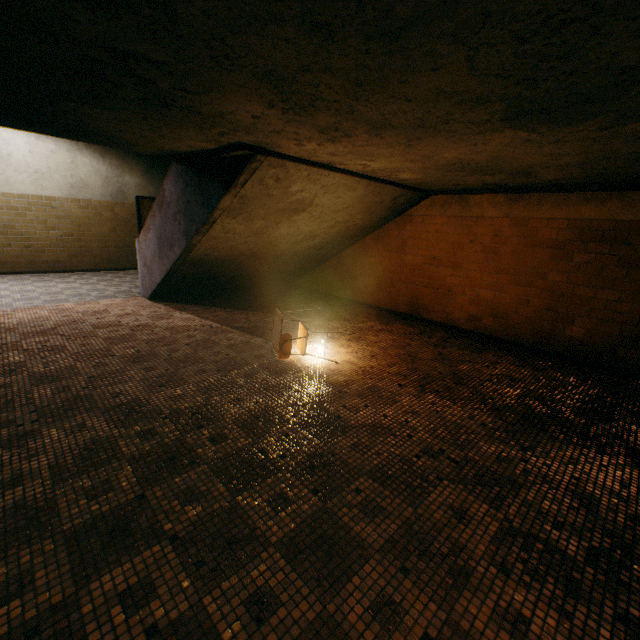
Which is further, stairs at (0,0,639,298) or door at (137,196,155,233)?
door at (137,196,155,233)

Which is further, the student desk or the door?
the door

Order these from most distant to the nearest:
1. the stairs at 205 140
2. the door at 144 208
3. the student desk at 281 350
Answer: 1. the door at 144 208
2. the student desk at 281 350
3. the stairs at 205 140

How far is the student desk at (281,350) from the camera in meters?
3.8 m

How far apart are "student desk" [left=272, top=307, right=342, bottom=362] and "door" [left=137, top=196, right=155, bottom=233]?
7.78m

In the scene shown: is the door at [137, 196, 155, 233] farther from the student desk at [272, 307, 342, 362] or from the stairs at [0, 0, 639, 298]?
the student desk at [272, 307, 342, 362]

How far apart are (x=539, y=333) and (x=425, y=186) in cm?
293
